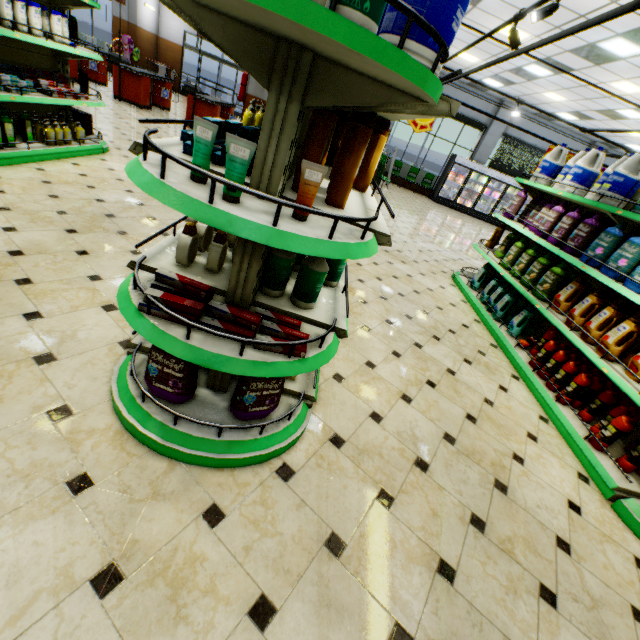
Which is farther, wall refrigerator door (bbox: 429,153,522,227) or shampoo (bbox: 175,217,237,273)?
wall refrigerator door (bbox: 429,153,522,227)

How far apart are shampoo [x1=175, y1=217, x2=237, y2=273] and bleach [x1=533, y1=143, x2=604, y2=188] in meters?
4.9 m

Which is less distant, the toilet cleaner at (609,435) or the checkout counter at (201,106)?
the toilet cleaner at (609,435)

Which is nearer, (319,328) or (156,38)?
(319,328)

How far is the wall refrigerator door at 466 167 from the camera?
15.6 meters

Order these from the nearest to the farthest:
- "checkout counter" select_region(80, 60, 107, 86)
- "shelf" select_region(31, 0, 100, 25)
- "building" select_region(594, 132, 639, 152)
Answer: "shelf" select_region(31, 0, 100, 25)
"checkout counter" select_region(80, 60, 107, 86)
"building" select_region(594, 132, 639, 152)

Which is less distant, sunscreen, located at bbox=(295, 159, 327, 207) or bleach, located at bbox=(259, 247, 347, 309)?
sunscreen, located at bbox=(295, 159, 327, 207)

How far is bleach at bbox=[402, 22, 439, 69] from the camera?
1.3m
